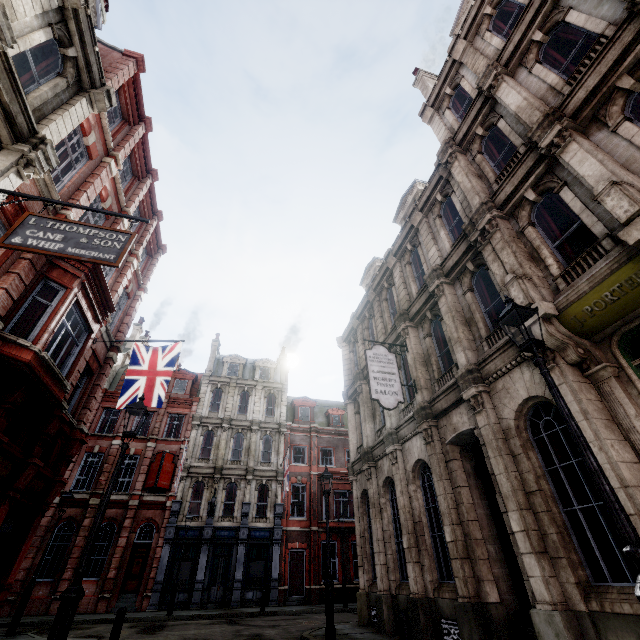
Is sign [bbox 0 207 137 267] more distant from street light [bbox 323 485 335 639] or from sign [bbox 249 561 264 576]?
sign [bbox 249 561 264 576]

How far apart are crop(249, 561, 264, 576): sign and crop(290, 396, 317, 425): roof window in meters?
10.4 m

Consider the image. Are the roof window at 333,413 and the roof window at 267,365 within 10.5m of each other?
yes

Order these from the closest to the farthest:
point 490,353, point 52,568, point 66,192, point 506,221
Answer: point 490,353 < point 506,221 < point 66,192 < point 52,568

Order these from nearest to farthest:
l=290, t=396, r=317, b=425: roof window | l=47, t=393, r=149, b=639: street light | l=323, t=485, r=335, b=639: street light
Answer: l=47, t=393, r=149, b=639: street light < l=323, t=485, r=335, b=639: street light < l=290, t=396, r=317, b=425: roof window

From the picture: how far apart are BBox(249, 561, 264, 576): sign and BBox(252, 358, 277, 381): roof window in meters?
14.2

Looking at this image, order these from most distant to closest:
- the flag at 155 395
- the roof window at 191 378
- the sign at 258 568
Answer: the roof window at 191 378, the sign at 258 568, the flag at 155 395

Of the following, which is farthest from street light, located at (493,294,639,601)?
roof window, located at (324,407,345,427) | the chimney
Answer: roof window, located at (324,407,345,427)
